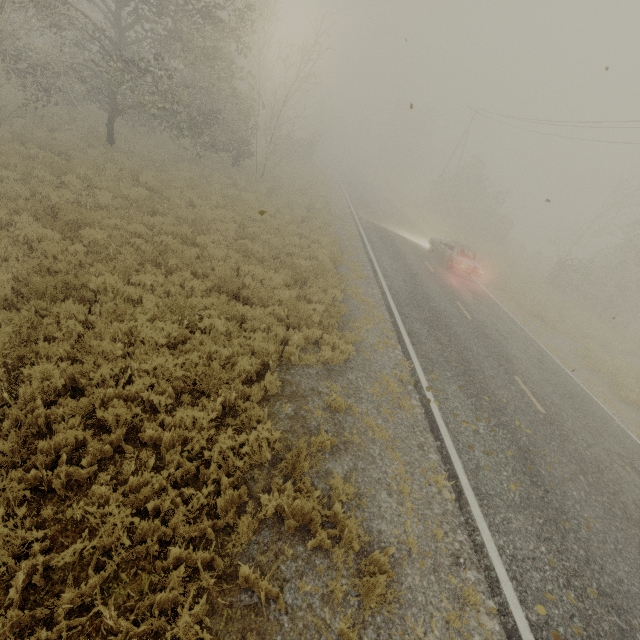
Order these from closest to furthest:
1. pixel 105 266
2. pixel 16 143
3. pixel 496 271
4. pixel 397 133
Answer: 1. pixel 105 266
2. pixel 16 143
3. pixel 496 271
4. pixel 397 133

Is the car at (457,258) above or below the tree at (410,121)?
below

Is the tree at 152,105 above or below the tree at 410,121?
Result: below

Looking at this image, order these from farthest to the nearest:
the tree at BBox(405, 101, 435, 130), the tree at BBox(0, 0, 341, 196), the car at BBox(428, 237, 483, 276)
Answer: the tree at BBox(405, 101, 435, 130) < the car at BBox(428, 237, 483, 276) < the tree at BBox(0, 0, 341, 196)

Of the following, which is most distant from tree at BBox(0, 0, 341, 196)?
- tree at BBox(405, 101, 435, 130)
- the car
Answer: the car

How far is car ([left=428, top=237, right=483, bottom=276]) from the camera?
18.1 meters

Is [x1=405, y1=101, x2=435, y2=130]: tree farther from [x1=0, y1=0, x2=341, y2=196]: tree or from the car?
the car
